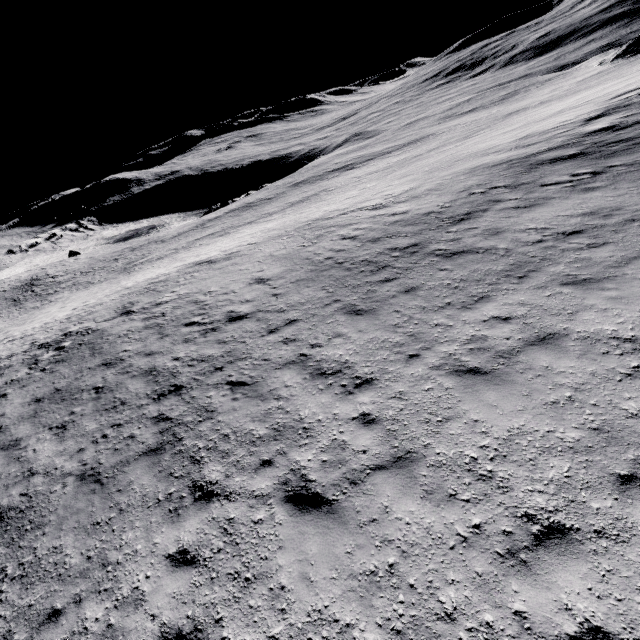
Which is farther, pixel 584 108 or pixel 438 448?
pixel 584 108
